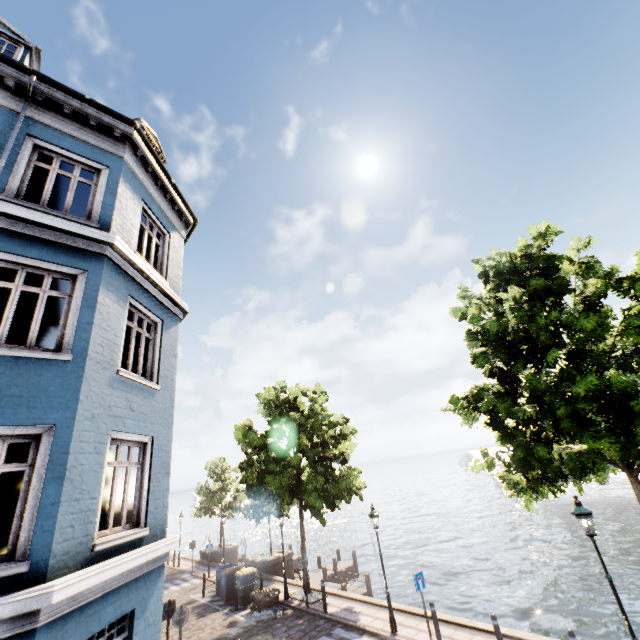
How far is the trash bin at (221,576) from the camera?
16.3m

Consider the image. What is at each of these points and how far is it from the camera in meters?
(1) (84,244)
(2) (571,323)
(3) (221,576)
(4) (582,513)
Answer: (1) building, 6.5
(2) tree, 7.1
(3) trash bin, 17.3
(4) street light, 7.8

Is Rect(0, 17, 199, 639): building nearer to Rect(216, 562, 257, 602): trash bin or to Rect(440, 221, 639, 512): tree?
Rect(440, 221, 639, 512): tree

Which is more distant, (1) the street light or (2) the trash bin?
(2) the trash bin

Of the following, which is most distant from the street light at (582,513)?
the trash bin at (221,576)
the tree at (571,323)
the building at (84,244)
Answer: the trash bin at (221,576)

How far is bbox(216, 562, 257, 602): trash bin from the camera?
16.31m

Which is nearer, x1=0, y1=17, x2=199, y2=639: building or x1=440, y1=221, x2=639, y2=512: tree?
x1=0, y1=17, x2=199, y2=639: building

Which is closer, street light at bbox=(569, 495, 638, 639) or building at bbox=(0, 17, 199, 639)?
building at bbox=(0, 17, 199, 639)
